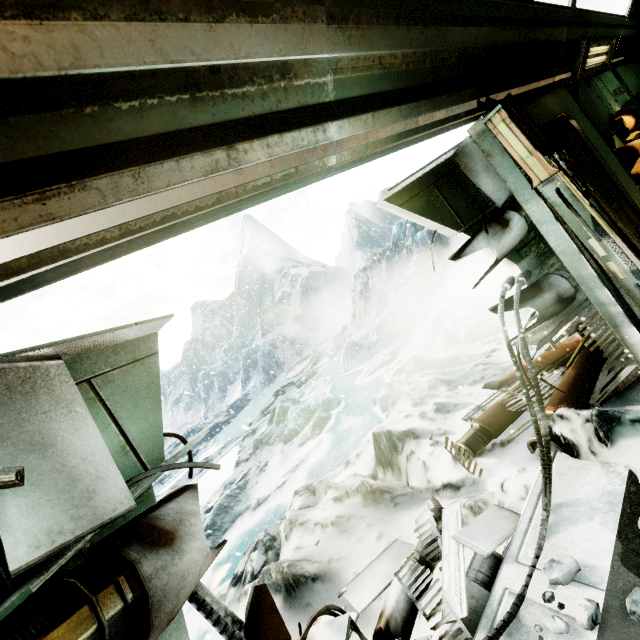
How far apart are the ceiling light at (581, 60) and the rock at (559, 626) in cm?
493

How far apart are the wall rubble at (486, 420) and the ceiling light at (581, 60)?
2.41m

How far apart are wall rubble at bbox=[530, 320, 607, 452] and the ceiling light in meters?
2.4

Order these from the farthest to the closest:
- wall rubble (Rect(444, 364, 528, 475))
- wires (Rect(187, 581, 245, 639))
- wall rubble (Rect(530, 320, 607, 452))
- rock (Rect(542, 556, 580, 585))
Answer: wall rubble (Rect(444, 364, 528, 475))
wall rubble (Rect(530, 320, 607, 452))
rock (Rect(542, 556, 580, 585))
wires (Rect(187, 581, 245, 639))

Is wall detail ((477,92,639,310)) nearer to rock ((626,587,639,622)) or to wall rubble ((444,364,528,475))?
wall rubble ((444,364,528,475))

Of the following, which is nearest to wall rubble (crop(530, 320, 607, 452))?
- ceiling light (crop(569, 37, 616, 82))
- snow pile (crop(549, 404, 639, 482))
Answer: snow pile (crop(549, 404, 639, 482))

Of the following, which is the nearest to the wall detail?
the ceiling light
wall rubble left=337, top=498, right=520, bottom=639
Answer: wall rubble left=337, top=498, right=520, bottom=639

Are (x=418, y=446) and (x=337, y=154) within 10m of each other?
yes
